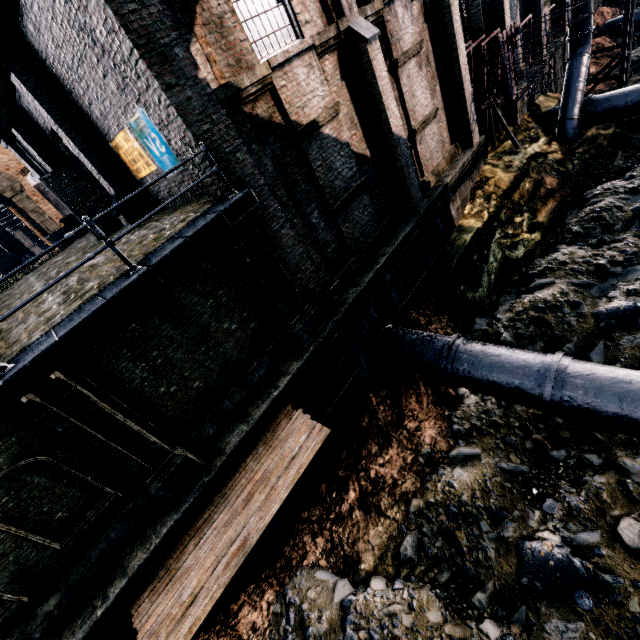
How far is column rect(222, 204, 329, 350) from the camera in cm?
840

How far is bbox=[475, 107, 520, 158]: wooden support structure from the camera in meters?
17.9 m

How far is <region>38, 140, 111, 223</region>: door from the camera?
14.2 meters

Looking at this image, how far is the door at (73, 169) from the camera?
14.20m

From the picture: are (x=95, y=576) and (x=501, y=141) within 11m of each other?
no

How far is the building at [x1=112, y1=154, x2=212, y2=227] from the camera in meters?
8.2

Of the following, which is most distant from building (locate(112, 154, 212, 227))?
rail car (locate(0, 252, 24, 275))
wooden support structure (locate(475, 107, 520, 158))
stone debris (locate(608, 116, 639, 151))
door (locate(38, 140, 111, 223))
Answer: stone debris (locate(608, 116, 639, 151))

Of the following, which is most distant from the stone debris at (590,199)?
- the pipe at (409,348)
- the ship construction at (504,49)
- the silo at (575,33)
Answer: the ship construction at (504,49)
